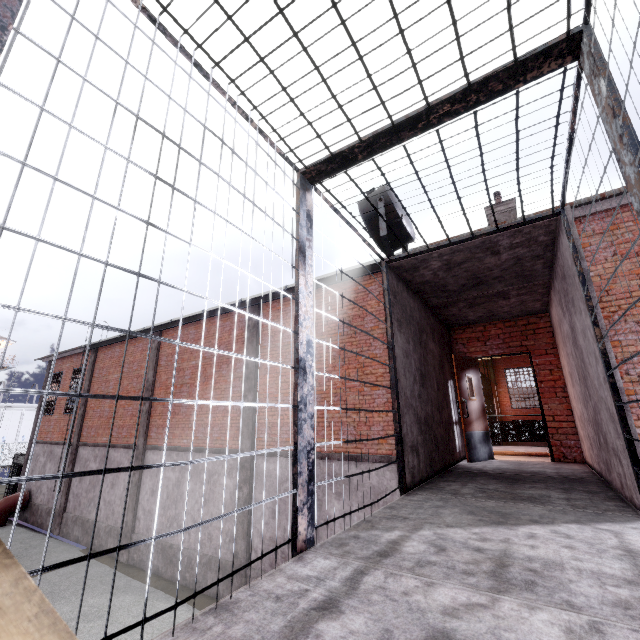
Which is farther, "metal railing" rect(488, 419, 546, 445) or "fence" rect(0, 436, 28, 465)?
"fence" rect(0, 436, 28, 465)

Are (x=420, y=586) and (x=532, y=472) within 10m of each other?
yes

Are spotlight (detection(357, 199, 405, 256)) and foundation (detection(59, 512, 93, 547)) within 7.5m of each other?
no

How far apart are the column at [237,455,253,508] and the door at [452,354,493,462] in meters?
6.4 m

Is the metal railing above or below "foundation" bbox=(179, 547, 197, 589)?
above

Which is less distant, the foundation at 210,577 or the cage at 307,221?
the cage at 307,221

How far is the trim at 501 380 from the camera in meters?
19.9

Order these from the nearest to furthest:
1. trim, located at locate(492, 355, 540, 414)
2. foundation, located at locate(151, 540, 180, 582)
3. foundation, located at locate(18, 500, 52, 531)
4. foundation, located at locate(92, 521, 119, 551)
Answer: foundation, located at locate(151, 540, 180, 582)
foundation, located at locate(92, 521, 119, 551)
foundation, located at locate(18, 500, 52, 531)
trim, located at locate(492, 355, 540, 414)
